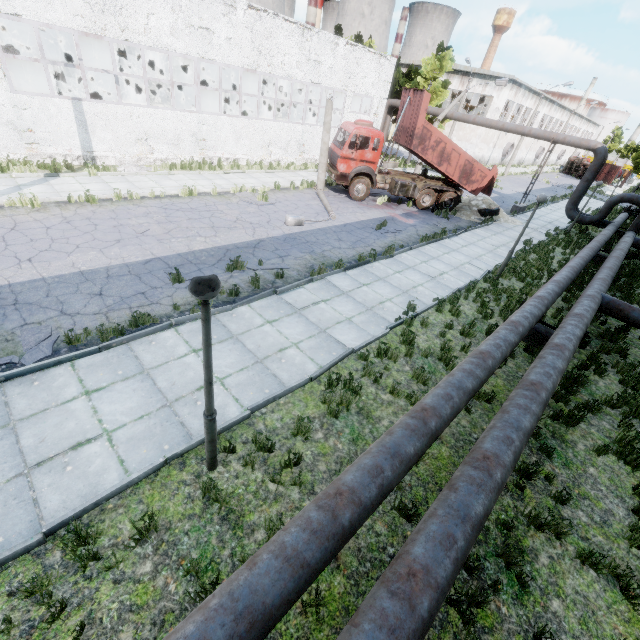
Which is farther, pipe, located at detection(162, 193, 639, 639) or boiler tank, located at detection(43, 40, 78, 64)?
boiler tank, located at detection(43, 40, 78, 64)

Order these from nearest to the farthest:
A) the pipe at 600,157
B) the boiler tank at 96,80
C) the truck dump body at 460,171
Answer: the truck dump body at 460,171, the boiler tank at 96,80, the pipe at 600,157

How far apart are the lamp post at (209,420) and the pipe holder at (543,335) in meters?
9.0

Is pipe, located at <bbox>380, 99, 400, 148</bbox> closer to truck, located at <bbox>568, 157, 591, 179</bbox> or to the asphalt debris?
the asphalt debris

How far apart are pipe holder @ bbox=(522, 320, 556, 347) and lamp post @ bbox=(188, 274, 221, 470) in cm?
903

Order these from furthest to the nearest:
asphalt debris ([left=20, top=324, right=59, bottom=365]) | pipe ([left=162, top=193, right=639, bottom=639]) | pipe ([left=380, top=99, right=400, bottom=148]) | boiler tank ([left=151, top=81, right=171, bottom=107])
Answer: pipe ([left=380, top=99, right=400, bottom=148])
boiler tank ([left=151, top=81, right=171, bottom=107])
asphalt debris ([left=20, top=324, right=59, bottom=365])
pipe ([left=162, top=193, right=639, bottom=639])

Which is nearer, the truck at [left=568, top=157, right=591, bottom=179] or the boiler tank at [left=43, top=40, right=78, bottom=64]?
the boiler tank at [left=43, top=40, right=78, bottom=64]

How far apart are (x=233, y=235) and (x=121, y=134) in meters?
9.9
